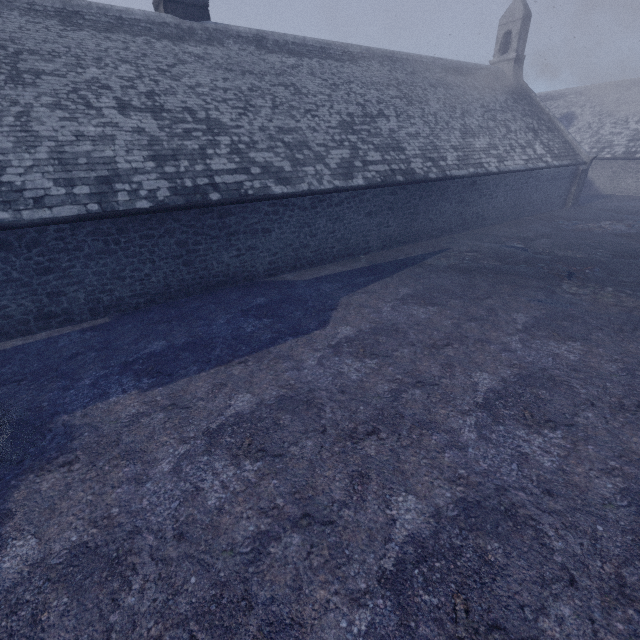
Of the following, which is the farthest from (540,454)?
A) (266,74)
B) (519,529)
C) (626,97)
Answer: (626,97)
